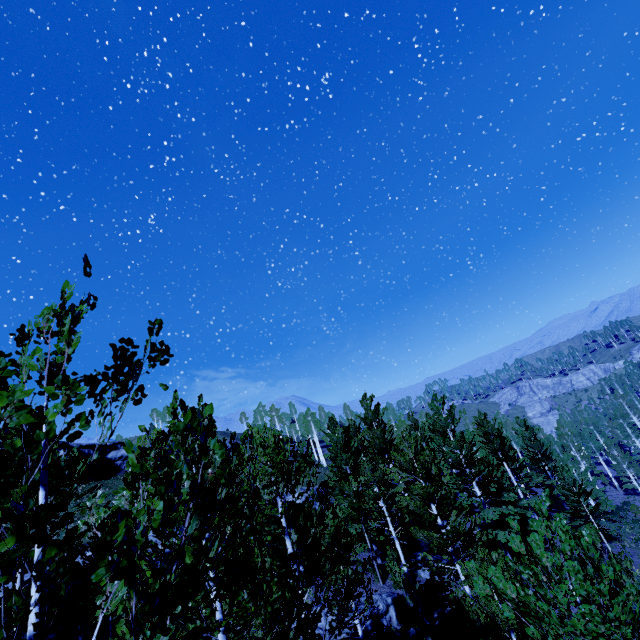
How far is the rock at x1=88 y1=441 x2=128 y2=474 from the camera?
44.2m

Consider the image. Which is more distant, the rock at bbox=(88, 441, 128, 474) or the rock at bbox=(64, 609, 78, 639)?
the rock at bbox=(88, 441, 128, 474)

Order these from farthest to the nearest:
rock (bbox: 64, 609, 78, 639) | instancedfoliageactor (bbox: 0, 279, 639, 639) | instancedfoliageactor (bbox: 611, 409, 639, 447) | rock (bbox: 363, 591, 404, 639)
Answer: instancedfoliageactor (bbox: 611, 409, 639, 447), rock (bbox: 363, 591, 404, 639), rock (bbox: 64, 609, 78, 639), instancedfoliageactor (bbox: 0, 279, 639, 639)

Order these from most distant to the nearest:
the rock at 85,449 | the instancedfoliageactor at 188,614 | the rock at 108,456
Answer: the rock at 108,456 < the rock at 85,449 < the instancedfoliageactor at 188,614

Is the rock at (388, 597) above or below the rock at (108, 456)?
below

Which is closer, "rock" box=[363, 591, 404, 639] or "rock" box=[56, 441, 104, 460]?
"rock" box=[363, 591, 404, 639]

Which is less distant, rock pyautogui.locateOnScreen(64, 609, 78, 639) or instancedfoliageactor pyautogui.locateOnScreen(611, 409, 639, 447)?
rock pyautogui.locateOnScreen(64, 609, 78, 639)

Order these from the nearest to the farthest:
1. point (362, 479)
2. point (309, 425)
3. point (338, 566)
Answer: point (338, 566) < point (362, 479) < point (309, 425)
